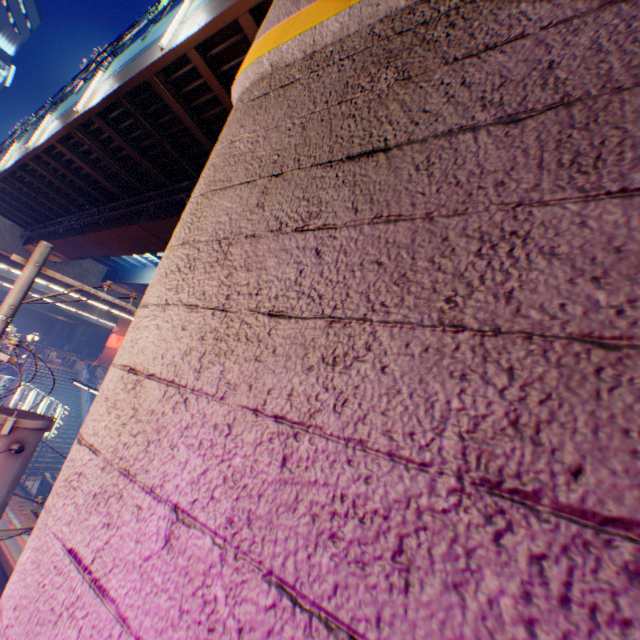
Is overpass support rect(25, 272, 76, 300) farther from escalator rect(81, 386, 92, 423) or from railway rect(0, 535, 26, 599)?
escalator rect(81, 386, 92, 423)

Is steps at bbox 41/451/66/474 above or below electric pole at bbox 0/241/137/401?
below

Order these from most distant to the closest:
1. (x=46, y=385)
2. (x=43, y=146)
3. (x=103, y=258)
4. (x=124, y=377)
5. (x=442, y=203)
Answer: (x=46, y=385) → (x=103, y=258) → (x=43, y=146) → (x=124, y=377) → (x=442, y=203)

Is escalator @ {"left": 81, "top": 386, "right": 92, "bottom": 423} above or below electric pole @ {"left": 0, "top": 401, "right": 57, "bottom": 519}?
below

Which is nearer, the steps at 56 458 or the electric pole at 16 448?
the electric pole at 16 448

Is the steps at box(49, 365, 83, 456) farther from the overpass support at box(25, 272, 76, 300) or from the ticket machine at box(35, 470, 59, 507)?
the overpass support at box(25, 272, 76, 300)

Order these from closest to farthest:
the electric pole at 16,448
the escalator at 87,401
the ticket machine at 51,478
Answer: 1. the electric pole at 16,448
2. the ticket machine at 51,478
3. the escalator at 87,401

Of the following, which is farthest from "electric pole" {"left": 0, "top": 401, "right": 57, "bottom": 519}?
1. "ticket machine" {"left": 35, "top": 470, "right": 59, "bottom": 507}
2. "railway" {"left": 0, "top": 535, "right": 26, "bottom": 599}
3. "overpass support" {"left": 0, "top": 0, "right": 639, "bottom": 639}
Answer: "ticket machine" {"left": 35, "top": 470, "right": 59, "bottom": 507}
